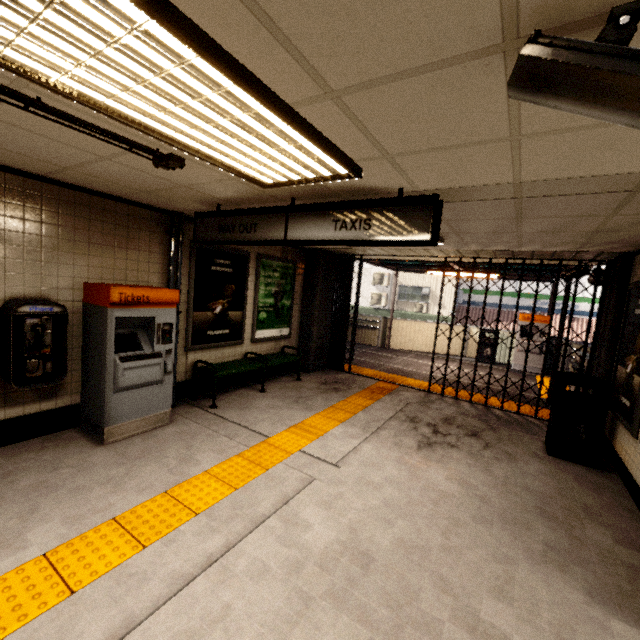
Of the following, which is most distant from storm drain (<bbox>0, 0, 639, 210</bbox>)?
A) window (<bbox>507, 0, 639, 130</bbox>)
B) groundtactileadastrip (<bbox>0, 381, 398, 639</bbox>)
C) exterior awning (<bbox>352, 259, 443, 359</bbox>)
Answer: exterior awning (<bbox>352, 259, 443, 359</bbox>)

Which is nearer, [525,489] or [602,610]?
[602,610]

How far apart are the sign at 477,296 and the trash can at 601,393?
15.4 meters

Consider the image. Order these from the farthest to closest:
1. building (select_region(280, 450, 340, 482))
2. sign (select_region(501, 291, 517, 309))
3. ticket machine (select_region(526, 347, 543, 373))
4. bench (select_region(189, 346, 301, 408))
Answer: sign (select_region(501, 291, 517, 309))
ticket machine (select_region(526, 347, 543, 373))
bench (select_region(189, 346, 301, 408))
building (select_region(280, 450, 340, 482))

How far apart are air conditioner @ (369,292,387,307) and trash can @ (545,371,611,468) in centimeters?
1620cm

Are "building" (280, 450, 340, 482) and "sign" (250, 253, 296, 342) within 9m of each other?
yes

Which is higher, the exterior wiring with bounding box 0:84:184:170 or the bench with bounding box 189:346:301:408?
the exterior wiring with bounding box 0:84:184:170

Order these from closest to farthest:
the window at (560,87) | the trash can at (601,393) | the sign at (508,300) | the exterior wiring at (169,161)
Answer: the window at (560,87), the exterior wiring at (169,161), the trash can at (601,393), the sign at (508,300)
